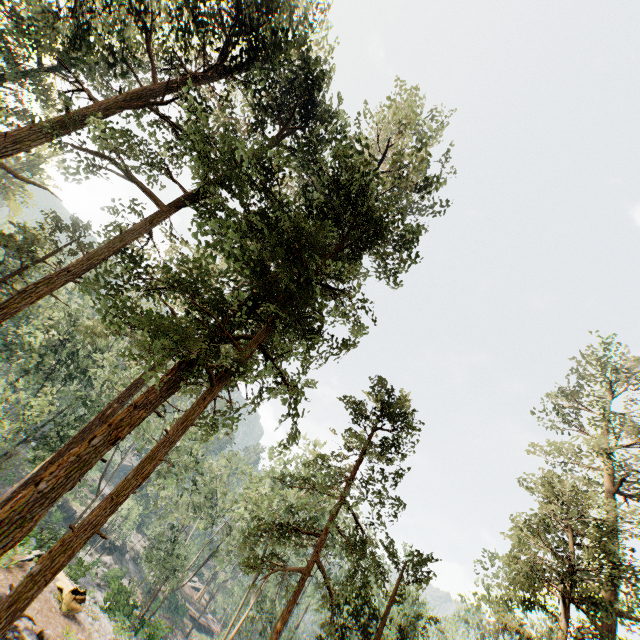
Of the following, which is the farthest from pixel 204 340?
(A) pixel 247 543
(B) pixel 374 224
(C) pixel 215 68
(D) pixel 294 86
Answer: (A) pixel 247 543

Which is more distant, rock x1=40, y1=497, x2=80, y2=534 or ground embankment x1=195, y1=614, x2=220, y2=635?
ground embankment x1=195, y1=614, x2=220, y2=635

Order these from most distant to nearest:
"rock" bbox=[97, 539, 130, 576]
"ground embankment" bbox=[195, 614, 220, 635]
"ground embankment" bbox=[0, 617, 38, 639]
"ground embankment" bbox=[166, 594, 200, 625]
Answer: "ground embankment" bbox=[195, 614, 220, 635], "ground embankment" bbox=[166, 594, 200, 625], "rock" bbox=[97, 539, 130, 576], "ground embankment" bbox=[0, 617, 38, 639]

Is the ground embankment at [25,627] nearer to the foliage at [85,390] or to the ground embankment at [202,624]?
the foliage at [85,390]

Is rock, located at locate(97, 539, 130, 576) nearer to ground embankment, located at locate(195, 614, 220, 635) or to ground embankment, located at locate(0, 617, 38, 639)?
ground embankment, located at locate(195, 614, 220, 635)

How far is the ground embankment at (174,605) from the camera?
52.66m

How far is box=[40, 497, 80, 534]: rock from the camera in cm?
4435

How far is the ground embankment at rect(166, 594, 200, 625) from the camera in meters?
52.7 m
